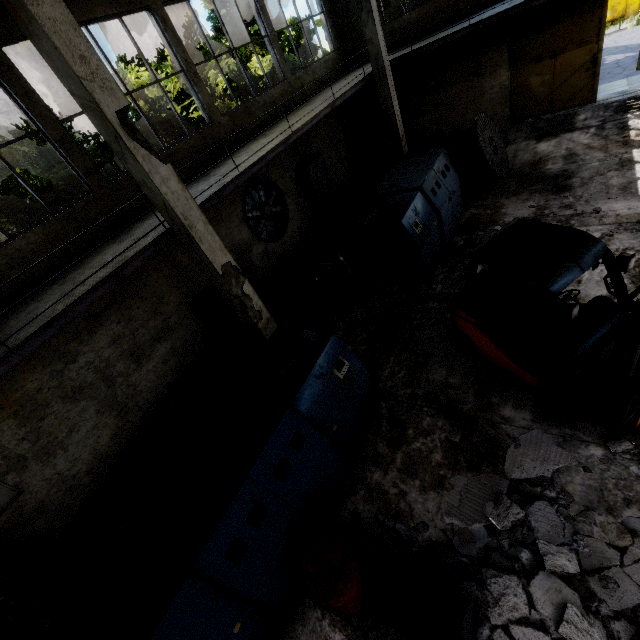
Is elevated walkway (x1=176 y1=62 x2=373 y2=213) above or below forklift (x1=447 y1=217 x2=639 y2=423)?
above

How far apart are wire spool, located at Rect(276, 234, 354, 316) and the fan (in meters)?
2.32

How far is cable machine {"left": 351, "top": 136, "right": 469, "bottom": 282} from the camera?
7.9 meters

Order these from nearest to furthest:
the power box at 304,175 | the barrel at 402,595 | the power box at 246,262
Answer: the barrel at 402,595
the power box at 246,262
the power box at 304,175

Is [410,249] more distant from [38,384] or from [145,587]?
[38,384]

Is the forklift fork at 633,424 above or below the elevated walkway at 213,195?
below

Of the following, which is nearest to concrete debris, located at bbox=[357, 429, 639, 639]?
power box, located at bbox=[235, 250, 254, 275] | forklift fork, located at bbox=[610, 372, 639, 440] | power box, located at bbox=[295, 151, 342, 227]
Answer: forklift fork, located at bbox=[610, 372, 639, 440]

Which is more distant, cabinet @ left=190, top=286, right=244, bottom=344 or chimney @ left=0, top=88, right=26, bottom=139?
chimney @ left=0, top=88, right=26, bottom=139
